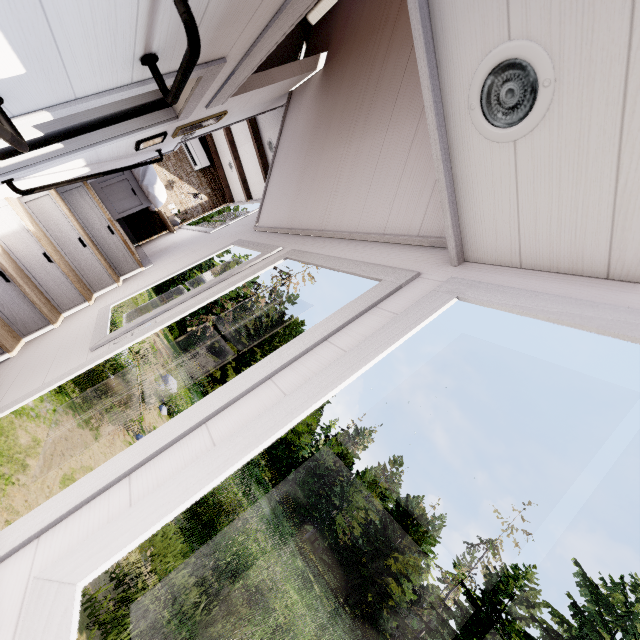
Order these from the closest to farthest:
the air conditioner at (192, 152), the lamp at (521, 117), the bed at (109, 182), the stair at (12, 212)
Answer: the lamp at (521, 117) < the stair at (12, 212) < the bed at (109, 182) < the air conditioner at (192, 152)

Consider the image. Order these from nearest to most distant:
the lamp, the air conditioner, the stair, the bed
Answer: the lamp, the stair, the bed, the air conditioner

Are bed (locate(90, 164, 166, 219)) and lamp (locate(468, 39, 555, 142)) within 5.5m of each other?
yes

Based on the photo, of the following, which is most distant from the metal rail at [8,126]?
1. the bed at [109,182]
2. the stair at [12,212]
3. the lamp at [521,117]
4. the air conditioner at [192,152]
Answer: the air conditioner at [192,152]

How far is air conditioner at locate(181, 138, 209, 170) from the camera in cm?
627

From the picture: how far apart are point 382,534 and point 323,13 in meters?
57.0 m

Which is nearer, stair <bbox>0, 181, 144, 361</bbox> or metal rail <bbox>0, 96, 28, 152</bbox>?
metal rail <bbox>0, 96, 28, 152</bbox>

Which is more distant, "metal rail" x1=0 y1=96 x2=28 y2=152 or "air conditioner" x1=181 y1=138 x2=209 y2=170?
"air conditioner" x1=181 y1=138 x2=209 y2=170
